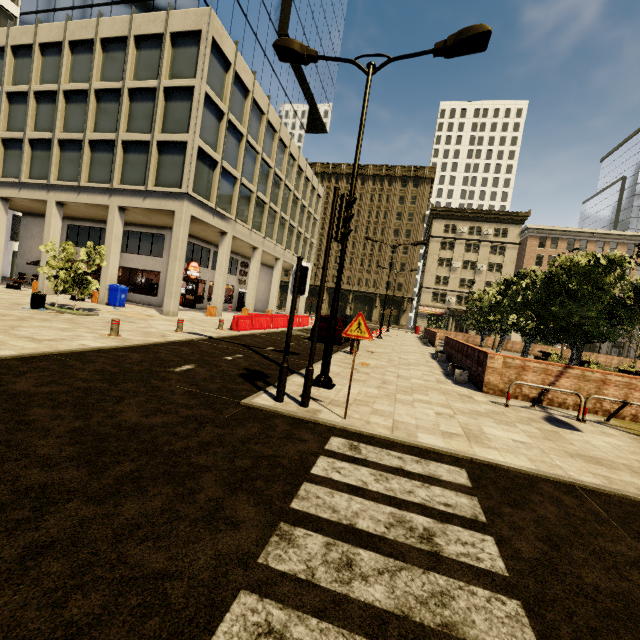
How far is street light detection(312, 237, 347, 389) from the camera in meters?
7.4

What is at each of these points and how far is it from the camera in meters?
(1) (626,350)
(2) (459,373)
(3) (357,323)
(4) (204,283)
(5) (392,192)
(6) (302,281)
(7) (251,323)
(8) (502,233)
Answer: (1) building, 49.5 m
(2) bench, 10.9 m
(3) sign, 5.4 m
(4) building, 28.6 m
(5) building, 58.2 m
(6) traffic light, 5.9 m
(7) cement barricade, 17.7 m
(8) building, 53.8 m

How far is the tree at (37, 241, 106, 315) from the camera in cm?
1360

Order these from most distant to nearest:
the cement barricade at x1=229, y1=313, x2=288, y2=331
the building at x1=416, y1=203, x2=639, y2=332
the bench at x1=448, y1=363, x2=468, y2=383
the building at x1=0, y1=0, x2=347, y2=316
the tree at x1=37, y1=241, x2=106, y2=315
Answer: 1. the building at x1=416, y1=203, x2=639, y2=332
2. the building at x1=0, y1=0, x2=347, y2=316
3. the cement barricade at x1=229, y1=313, x2=288, y2=331
4. the tree at x1=37, y1=241, x2=106, y2=315
5. the bench at x1=448, y1=363, x2=468, y2=383

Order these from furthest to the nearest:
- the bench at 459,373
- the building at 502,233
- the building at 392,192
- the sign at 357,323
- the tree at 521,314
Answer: the building at 392,192 → the building at 502,233 → the tree at 521,314 → the bench at 459,373 → the sign at 357,323

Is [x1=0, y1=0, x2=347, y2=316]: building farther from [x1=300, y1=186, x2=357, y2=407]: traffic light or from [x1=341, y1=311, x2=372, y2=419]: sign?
[x1=341, y1=311, x2=372, y2=419]: sign

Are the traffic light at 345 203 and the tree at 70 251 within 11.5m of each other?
no

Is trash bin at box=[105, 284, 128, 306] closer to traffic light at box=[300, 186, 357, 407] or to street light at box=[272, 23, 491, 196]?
street light at box=[272, 23, 491, 196]
